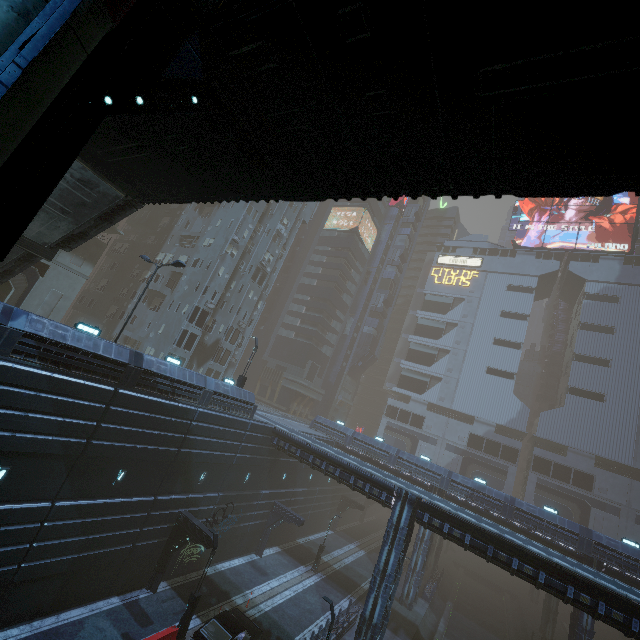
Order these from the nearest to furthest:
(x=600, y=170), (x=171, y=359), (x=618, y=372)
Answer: (x=600, y=170)
(x=171, y=359)
(x=618, y=372)

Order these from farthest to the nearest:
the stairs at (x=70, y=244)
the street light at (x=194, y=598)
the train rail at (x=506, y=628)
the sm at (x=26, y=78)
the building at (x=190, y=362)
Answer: the train rail at (x=506, y=628), the street light at (x=194, y=598), the building at (x=190, y=362), the stairs at (x=70, y=244), the sm at (x=26, y=78)

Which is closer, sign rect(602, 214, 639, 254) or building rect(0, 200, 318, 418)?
building rect(0, 200, 318, 418)

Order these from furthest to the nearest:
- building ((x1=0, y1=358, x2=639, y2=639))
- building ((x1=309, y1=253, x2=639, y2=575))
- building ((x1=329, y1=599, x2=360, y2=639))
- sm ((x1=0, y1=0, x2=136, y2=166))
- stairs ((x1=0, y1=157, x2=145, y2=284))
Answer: building ((x1=309, y1=253, x2=639, y2=575)) < building ((x1=329, y1=599, x2=360, y2=639)) < building ((x1=0, y1=358, x2=639, y2=639)) < stairs ((x1=0, y1=157, x2=145, y2=284)) < sm ((x1=0, y1=0, x2=136, y2=166))

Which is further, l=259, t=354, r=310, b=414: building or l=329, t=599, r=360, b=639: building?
l=259, t=354, r=310, b=414: building

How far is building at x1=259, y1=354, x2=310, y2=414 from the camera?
57.6 meters

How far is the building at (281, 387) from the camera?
57.56m

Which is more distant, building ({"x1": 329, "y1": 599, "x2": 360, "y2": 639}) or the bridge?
building ({"x1": 329, "y1": 599, "x2": 360, "y2": 639})
